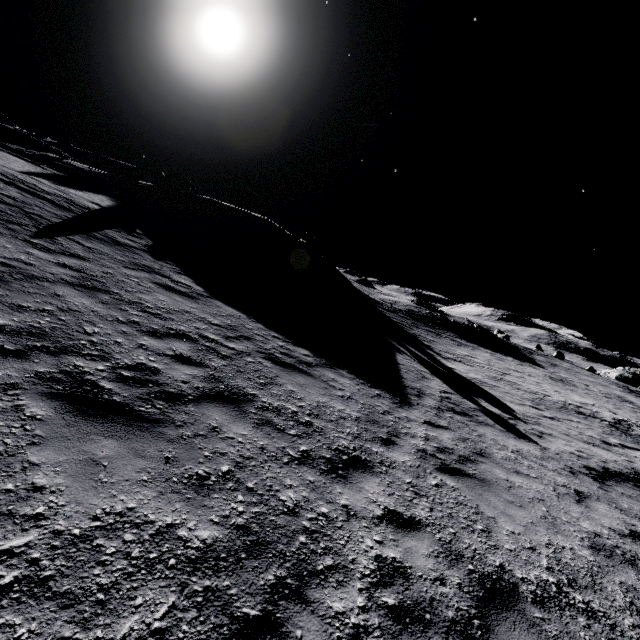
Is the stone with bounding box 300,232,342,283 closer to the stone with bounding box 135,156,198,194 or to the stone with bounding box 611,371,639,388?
the stone with bounding box 135,156,198,194

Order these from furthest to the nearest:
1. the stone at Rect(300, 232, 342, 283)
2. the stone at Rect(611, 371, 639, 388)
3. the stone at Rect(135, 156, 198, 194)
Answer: the stone at Rect(611, 371, 639, 388) → the stone at Rect(135, 156, 198, 194) → the stone at Rect(300, 232, 342, 283)

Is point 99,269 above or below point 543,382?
above

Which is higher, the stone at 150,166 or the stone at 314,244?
the stone at 150,166

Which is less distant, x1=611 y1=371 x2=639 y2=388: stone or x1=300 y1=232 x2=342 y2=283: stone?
x1=300 y1=232 x2=342 y2=283: stone

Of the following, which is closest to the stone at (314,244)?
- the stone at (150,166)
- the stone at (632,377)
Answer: the stone at (150,166)

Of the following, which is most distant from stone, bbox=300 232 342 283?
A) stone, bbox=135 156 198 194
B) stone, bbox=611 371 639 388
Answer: stone, bbox=611 371 639 388
